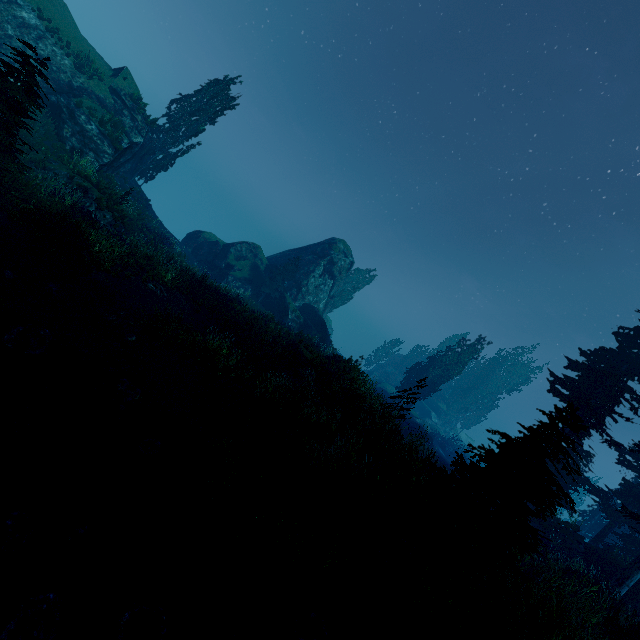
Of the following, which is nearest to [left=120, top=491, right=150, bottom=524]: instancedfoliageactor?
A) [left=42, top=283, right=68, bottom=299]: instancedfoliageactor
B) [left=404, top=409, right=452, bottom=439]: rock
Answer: [left=42, top=283, right=68, bottom=299]: instancedfoliageactor

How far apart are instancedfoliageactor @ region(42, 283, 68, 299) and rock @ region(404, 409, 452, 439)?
47.9 meters

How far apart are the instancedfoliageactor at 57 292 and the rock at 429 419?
47.90m

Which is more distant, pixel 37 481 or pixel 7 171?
pixel 7 171

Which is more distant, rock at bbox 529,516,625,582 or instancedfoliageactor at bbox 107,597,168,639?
rock at bbox 529,516,625,582

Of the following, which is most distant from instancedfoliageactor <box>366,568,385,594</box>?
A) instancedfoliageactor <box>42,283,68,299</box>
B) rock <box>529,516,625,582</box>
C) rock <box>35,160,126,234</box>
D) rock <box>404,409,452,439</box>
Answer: rock <box>35,160,126,234</box>

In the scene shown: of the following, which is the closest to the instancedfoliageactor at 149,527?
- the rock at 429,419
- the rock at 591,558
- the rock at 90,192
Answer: the rock at 591,558

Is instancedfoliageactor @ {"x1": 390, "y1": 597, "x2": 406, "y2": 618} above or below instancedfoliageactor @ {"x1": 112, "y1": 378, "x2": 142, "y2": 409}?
above
